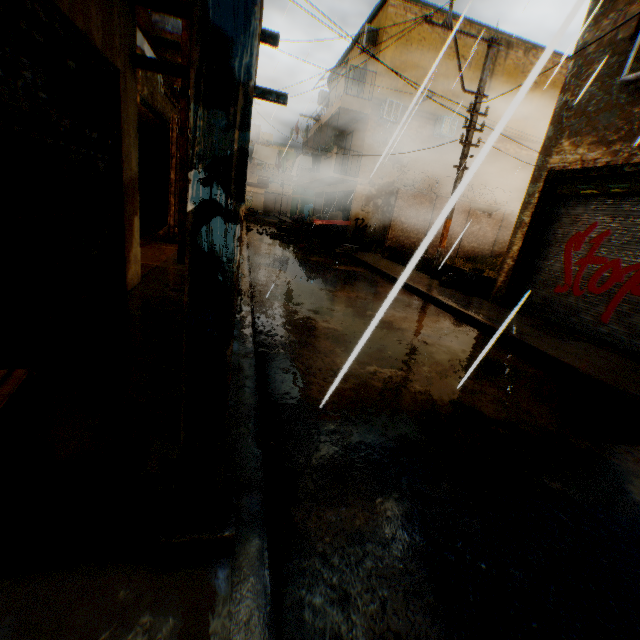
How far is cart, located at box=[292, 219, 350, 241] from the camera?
15.85m

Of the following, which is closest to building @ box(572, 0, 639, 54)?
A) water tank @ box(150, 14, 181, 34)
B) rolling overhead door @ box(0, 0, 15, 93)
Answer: rolling overhead door @ box(0, 0, 15, 93)

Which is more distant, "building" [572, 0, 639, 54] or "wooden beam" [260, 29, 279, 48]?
"building" [572, 0, 639, 54]

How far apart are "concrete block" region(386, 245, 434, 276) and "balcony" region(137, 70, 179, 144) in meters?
2.1 m

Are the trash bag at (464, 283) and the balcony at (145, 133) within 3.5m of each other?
yes

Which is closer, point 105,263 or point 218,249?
point 218,249

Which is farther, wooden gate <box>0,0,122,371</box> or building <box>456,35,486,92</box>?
building <box>456,35,486,92</box>

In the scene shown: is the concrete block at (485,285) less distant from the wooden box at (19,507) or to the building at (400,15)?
the building at (400,15)
